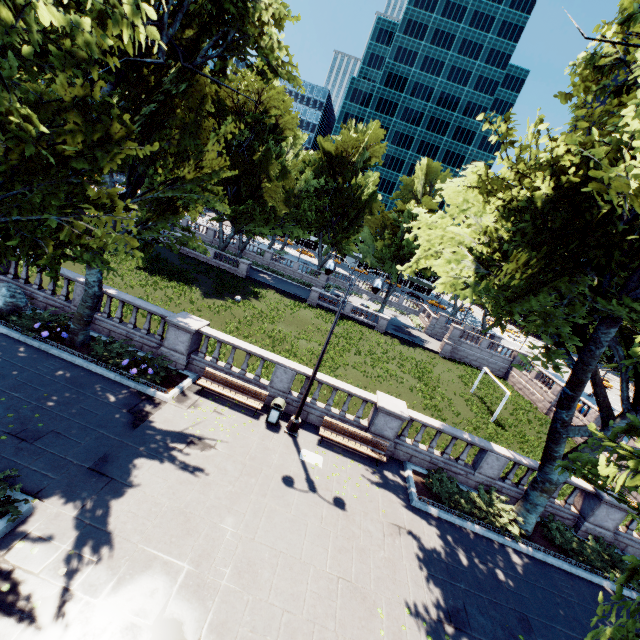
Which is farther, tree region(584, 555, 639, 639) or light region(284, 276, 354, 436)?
light region(284, 276, 354, 436)

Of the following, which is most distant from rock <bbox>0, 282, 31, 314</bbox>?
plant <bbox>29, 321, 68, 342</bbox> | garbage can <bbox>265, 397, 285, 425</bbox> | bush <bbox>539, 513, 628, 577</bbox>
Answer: bush <bbox>539, 513, 628, 577</bbox>

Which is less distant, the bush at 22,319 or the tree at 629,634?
the tree at 629,634

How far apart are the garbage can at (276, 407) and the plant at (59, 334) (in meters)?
8.94

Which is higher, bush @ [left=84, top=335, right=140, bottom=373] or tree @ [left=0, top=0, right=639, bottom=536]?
tree @ [left=0, top=0, right=639, bottom=536]

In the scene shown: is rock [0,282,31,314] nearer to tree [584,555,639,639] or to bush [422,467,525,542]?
tree [584,555,639,639]

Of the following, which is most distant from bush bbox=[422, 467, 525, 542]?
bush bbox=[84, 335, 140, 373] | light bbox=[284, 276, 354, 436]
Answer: bush bbox=[84, 335, 140, 373]

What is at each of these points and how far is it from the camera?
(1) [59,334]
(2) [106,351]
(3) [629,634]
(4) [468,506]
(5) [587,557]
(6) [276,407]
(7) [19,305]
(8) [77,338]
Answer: (1) plant, 13.41m
(2) bush, 13.52m
(3) tree, 5.59m
(4) bush, 12.70m
(5) bush, 12.34m
(6) garbage can, 13.18m
(7) rock, 13.64m
(8) tree, 13.55m
